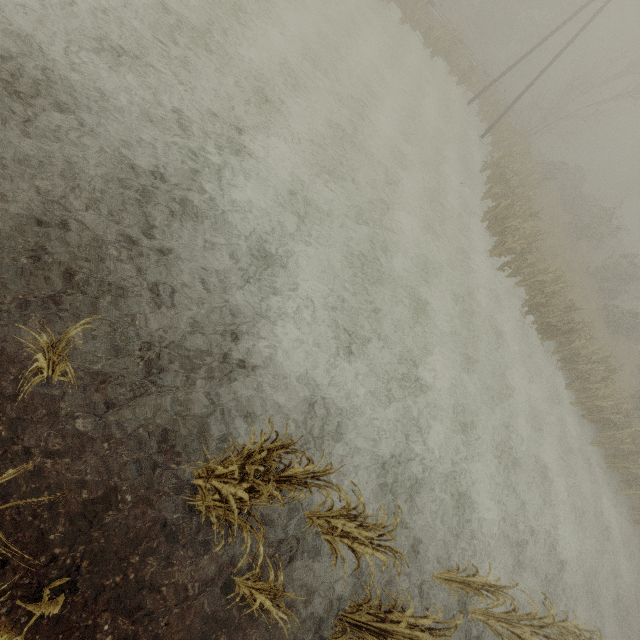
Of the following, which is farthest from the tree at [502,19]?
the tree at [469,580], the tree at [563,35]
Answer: the tree at [469,580]

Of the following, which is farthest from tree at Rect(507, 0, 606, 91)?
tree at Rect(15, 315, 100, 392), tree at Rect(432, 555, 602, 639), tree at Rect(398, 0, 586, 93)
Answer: tree at Rect(432, 555, 602, 639)

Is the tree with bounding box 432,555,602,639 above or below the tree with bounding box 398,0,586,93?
below

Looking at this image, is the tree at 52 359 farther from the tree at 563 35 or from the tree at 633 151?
the tree at 563 35

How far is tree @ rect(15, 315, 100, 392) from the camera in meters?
2.9 m

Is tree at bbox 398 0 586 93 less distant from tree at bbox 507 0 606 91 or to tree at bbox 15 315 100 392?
tree at bbox 507 0 606 91

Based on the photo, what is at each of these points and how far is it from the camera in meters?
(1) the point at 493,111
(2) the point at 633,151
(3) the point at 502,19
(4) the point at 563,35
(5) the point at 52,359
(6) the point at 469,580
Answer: (1) tree, 24.3
(2) tree, 57.4
(3) tree, 38.0
(4) tree, 48.8
(5) tree, 3.3
(6) tree, 5.8

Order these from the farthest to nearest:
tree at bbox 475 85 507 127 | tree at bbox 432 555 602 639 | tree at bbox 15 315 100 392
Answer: tree at bbox 475 85 507 127, tree at bbox 432 555 602 639, tree at bbox 15 315 100 392
